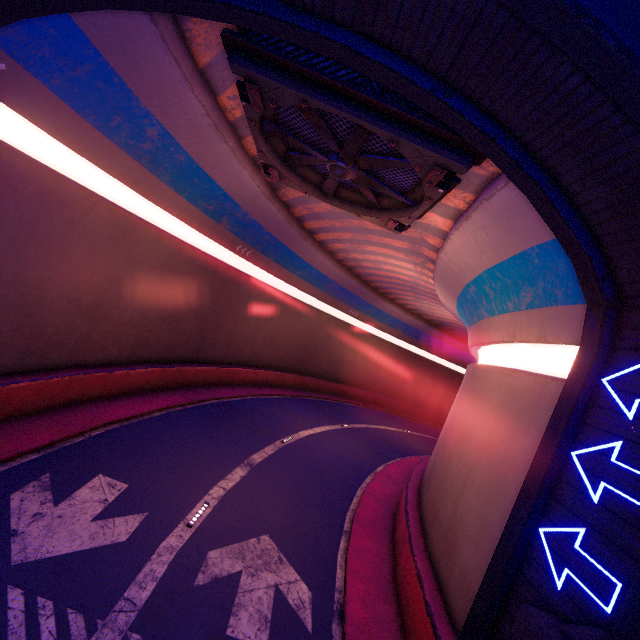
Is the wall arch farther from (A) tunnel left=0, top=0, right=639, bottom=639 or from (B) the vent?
(B) the vent

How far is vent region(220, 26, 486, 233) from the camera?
6.4 meters

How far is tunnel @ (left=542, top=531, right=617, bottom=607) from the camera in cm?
438

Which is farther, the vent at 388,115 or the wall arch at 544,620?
the vent at 388,115

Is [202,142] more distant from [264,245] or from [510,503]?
[510,503]

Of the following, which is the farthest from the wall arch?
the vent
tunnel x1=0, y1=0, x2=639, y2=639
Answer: the vent

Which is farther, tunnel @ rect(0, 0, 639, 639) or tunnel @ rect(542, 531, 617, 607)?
tunnel @ rect(0, 0, 639, 639)

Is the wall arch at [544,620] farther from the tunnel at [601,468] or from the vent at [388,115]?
the vent at [388,115]
